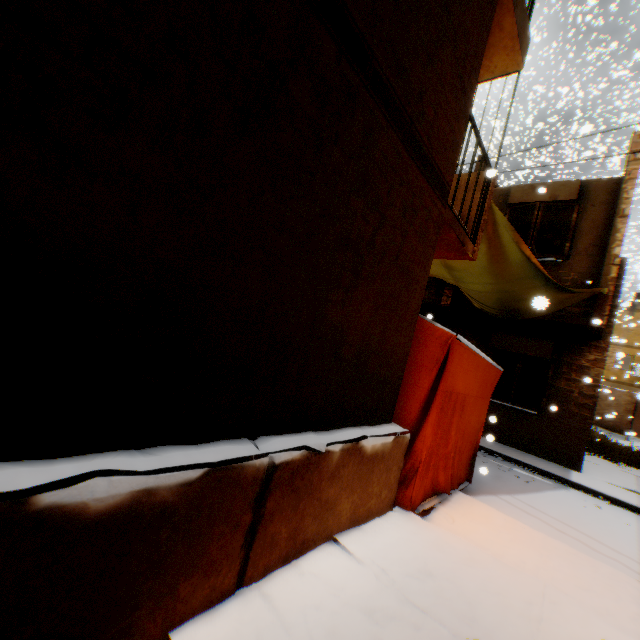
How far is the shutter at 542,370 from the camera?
9.41m

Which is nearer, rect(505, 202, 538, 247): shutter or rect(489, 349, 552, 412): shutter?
rect(505, 202, 538, 247): shutter

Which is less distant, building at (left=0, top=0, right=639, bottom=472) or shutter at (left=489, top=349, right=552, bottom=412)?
building at (left=0, top=0, right=639, bottom=472)

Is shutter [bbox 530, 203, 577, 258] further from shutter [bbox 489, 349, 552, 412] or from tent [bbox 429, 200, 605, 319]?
shutter [bbox 489, 349, 552, 412]

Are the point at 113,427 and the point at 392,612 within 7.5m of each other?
yes

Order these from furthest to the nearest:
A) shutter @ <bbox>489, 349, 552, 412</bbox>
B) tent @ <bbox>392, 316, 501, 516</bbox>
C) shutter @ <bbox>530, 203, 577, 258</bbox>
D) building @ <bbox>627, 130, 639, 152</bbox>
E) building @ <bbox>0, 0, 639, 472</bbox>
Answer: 1. shutter @ <bbox>489, 349, 552, 412</bbox>
2. shutter @ <bbox>530, 203, 577, 258</bbox>
3. building @ <bbox>627, 130, 639, 152</bbox>
4. tent @ <bbox>392, 316, 501, 516</bbox>
5. building @ <bbox>0, 0, 639, 472</bbox>

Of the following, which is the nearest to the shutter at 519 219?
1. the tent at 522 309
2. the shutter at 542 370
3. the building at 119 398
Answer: the building at 119 398
